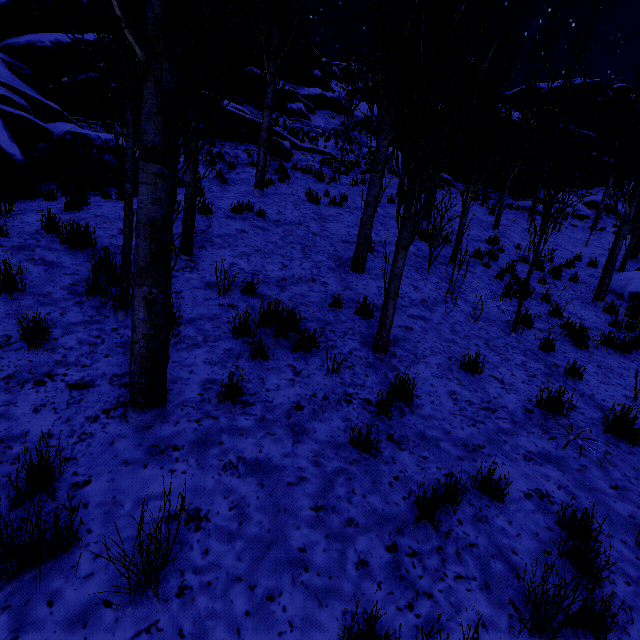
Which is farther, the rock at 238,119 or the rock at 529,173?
the rock at 529,173

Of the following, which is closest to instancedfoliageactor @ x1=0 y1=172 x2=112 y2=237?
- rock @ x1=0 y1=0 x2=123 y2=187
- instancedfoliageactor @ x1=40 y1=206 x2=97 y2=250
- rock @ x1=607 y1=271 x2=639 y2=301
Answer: rock @ x1=0 y1=0 x2=123 y2=187

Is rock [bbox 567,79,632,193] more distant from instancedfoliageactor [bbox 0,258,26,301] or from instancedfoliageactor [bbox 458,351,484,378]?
instancedfoliageactor [bbox 0,258,26,301]

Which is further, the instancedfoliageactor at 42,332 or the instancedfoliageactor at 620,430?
the instancedfoliageactor at 620,430

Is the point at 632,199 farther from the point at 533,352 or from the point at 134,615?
the point at 134,615

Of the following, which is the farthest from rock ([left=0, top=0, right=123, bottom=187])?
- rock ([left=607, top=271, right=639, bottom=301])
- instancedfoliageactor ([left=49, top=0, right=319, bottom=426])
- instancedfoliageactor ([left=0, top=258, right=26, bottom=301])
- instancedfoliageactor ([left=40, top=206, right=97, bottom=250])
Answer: rock ([left=607, top=271, right=639, bottom=301])

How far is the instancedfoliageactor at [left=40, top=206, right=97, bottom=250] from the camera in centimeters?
500cm
